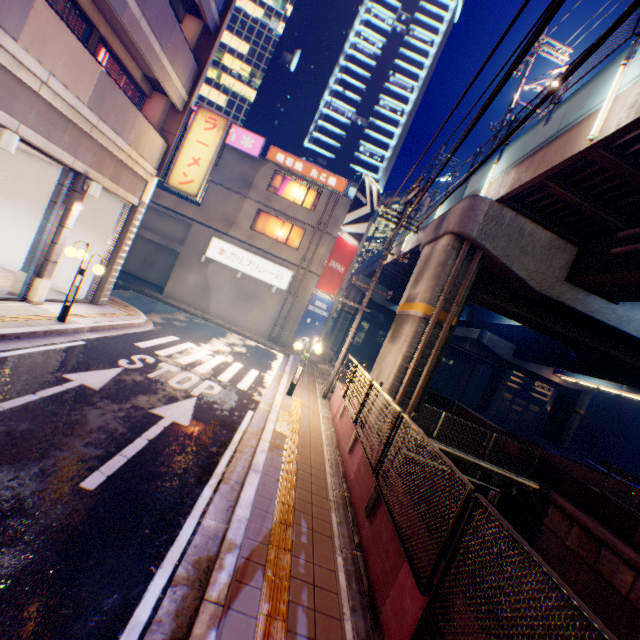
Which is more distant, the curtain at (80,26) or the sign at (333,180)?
the sign at (333,180)

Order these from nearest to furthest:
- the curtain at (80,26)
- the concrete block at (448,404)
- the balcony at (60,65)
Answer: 1. the balcony at (60,65)
2. the curtain at (80,26)
3. the concrete block at (448,404)

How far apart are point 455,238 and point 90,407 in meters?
11.9

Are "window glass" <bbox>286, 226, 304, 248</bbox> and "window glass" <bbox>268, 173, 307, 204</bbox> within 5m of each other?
yes

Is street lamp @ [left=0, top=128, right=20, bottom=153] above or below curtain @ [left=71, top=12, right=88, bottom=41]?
below

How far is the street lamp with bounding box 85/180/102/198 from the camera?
9.8m

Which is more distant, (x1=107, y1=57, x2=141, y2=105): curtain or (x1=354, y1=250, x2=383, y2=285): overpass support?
(x1=354, y1=250, x2=383, y2=285): overpass support

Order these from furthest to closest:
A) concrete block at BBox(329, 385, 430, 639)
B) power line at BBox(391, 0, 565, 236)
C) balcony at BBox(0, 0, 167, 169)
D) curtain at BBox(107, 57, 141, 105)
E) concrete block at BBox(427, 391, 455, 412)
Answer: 1. concrete block at BBox(427, 391, 455, 412)
2. curtain at BBox(107, 57, 141, 105)
3. balcony at BBox(0, 0, 167, 169)
4. concrete block at BBox(329, 385, 430, 639)
5. power line at BBox(391, 0, 565, 236)
